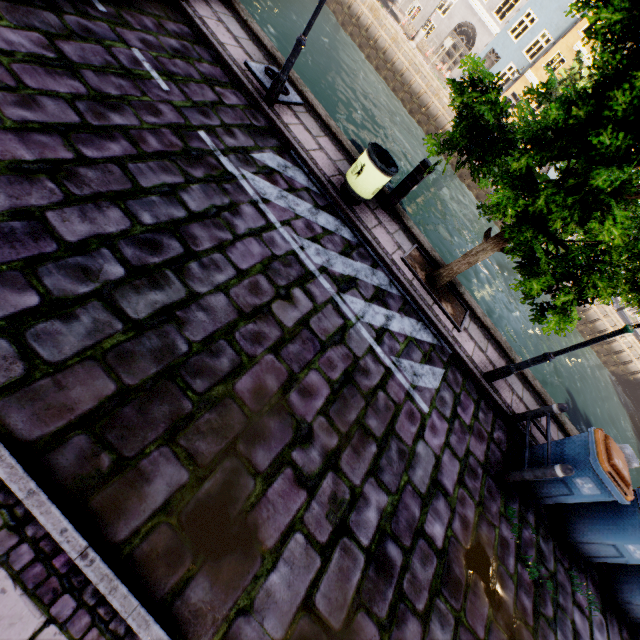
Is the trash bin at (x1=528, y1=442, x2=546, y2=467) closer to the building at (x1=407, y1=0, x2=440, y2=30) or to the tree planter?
the tree planter

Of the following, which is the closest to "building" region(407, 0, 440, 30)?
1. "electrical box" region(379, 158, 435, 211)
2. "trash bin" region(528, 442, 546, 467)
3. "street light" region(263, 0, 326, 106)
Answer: "street light" region(263, 0, 326, 106)

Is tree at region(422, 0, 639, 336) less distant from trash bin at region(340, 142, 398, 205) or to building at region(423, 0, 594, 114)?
trash bin at region(340, 142, 398, 205)

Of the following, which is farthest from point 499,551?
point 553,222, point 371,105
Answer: point 371,105

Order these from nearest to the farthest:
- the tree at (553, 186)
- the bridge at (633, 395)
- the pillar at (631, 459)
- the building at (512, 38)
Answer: the tree at (553, 186), the pillar at (631, 459), the bridge at (633, 395), the building at (512, 38)

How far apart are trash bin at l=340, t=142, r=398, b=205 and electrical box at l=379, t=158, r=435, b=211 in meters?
0.6 m

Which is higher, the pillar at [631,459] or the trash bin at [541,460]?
the pillar at [631,459]

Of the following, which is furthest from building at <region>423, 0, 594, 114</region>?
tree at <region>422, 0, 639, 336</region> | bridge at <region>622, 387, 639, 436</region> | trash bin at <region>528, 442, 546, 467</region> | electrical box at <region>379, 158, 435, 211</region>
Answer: trash bin at <region>528, 442, 546, 467</region>
